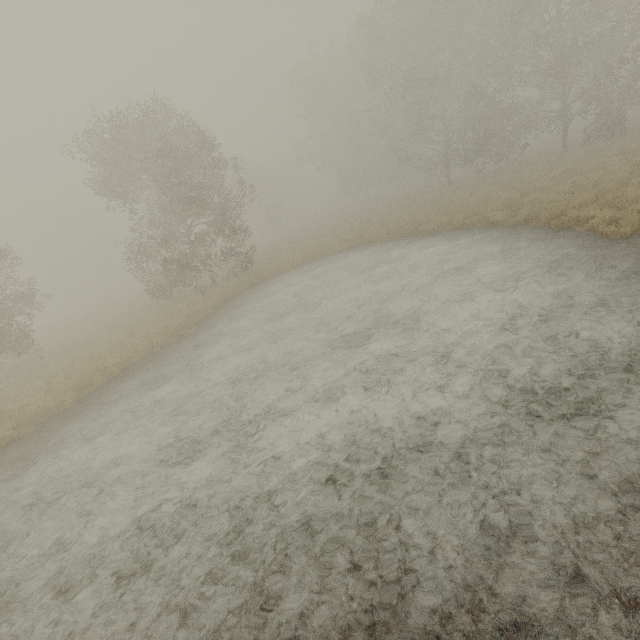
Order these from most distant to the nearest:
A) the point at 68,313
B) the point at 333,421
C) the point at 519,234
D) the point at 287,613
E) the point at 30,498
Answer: the point at 68,313, the point at 519,234, the point at 30,498, the point at 333,421, the point at 287,613
